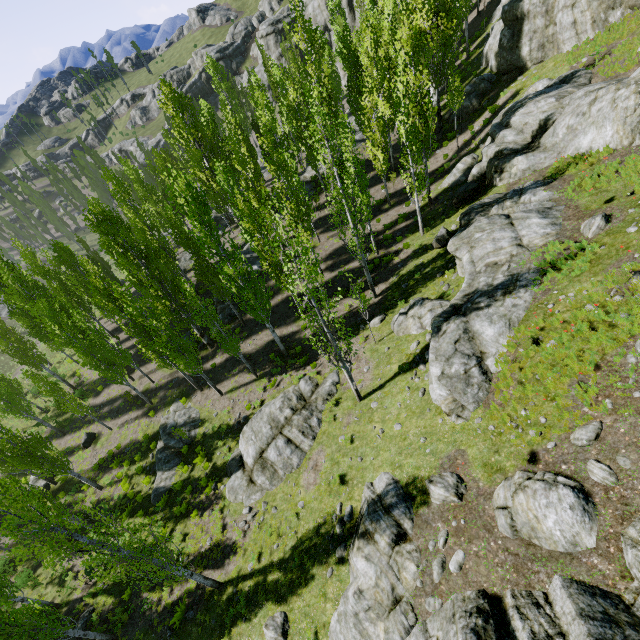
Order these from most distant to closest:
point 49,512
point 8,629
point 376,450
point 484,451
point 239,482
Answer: point 239,482 < point 376,450 < point 8,629 < point 484,451 < point 49,512

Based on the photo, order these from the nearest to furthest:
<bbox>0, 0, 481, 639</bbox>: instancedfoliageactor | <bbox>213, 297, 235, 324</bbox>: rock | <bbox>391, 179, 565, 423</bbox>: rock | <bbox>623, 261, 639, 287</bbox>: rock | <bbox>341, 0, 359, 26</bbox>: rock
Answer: <bbox>623, 261, 639, 287</bbox>: rock → <bbox>391, 179, 565, 423</bbox>: rock → <bbox>0, 0, 481, 639</bbox>: instancedfoliageactor → <bbox>213, 297, 235, 324</bbox>: rock → <bbox>341, 0, 359, 26</bbox>: rock

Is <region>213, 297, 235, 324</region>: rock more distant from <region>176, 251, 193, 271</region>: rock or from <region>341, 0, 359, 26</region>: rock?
<region>341, 0, 359, 26</region>: rock

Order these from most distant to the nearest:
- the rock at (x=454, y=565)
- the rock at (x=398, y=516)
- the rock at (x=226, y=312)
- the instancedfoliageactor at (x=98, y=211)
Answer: the rock at (x=226, y=312)
the instancedfoliageactor at (x=98, y=211)
the rock at (x=454, y=565)
the rock at (x=398, y=516)

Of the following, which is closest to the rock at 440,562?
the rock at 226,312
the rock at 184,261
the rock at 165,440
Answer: the rock at 165,440

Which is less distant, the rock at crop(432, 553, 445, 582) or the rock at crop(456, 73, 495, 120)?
the rock at crop(432, 553, 445, 582)

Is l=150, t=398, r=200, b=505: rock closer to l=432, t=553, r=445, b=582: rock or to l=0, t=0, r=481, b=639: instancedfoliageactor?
l=0, t=0, r=481, b=639: instancedfoliageactor
